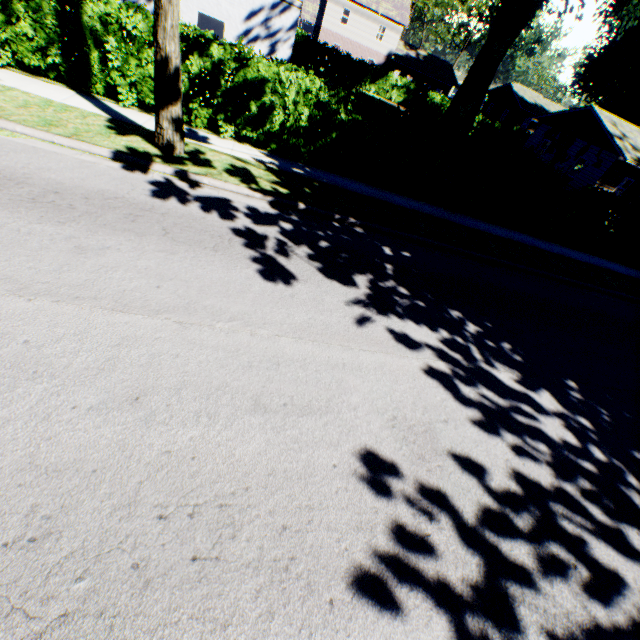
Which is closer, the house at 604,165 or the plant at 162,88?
the plant at 162,88

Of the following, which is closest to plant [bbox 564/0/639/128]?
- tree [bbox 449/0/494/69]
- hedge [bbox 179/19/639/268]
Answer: hedge [bbox 179/19/639/268]

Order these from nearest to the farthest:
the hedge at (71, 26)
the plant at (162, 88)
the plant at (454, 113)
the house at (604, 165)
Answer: the plant at (162, 88), the hedge at (71, 26), the plant at (454, 113), the house at (604, 165)

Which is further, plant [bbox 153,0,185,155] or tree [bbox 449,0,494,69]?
tree [bbox 449,0,494,69]

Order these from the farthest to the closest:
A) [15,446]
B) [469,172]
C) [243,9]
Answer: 1. [469,172]
2. [243,9]
3. [15,446]

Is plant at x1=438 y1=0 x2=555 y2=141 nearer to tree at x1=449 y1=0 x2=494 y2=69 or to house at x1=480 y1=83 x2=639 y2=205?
house at x1=480 y1=83 x2=639 y2=205

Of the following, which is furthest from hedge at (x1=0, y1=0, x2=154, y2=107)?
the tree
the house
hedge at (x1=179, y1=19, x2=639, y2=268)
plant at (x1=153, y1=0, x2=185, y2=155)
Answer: the tree

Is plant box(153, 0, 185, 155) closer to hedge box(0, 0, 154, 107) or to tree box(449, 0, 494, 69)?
→ hedge box(0, 0, 154, 107)
